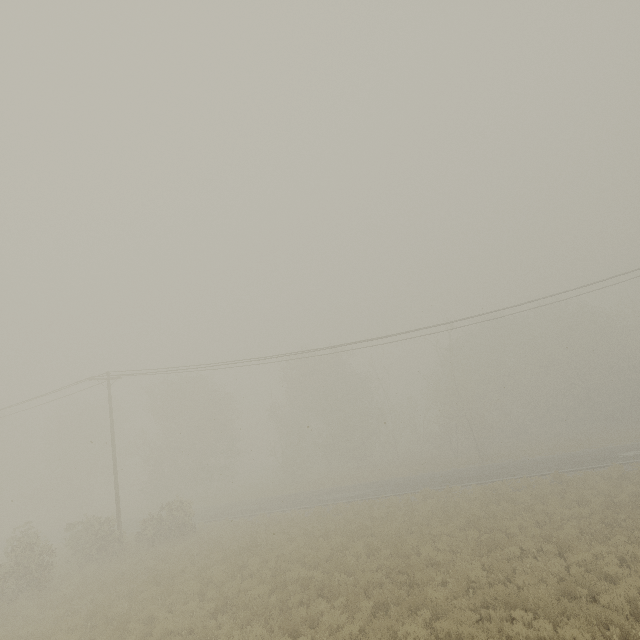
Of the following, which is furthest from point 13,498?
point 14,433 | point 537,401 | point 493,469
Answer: point 537,401
